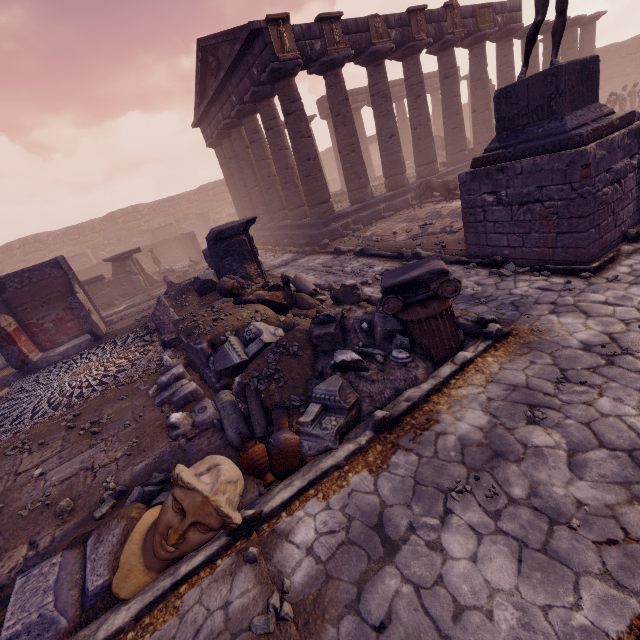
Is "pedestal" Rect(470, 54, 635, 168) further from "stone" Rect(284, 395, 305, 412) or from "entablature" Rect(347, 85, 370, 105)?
"entablature" Rect(347, 85, 370, 105)

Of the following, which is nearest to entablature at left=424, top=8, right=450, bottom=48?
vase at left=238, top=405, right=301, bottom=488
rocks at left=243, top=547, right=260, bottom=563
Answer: vase at left=238, top=405, right=301, bottom=488

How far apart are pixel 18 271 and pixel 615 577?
15.5 meters

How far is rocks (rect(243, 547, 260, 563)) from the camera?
2.86m

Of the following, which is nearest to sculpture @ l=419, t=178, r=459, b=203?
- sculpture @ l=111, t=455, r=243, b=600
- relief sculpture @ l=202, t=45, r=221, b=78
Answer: relief sculpture @ l=202, t=45, r=221, b=78

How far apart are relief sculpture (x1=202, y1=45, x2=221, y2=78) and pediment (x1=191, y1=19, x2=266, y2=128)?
0.02m

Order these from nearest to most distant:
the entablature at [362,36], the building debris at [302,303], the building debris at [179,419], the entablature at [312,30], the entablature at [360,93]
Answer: the building debris at [179,419] → the building debris at [302,303] → the entablature at [312,30] → the entablature at [362,36] → the entablature at [360,93]

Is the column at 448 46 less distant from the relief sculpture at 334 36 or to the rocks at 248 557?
the relief sculpture at 334 36
